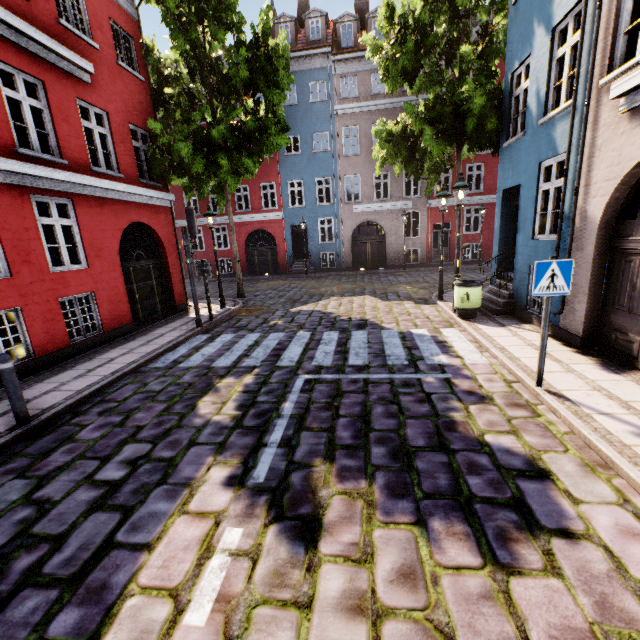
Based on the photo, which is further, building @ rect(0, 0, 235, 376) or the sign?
building @ rect(0, 0, 235, 376)

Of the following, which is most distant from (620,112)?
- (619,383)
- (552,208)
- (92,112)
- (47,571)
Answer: (92,112)

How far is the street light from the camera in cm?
866

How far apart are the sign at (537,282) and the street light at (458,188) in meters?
4.9

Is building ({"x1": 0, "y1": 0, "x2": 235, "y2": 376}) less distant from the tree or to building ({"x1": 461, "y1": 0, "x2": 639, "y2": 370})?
the tree

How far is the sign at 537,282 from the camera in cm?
443

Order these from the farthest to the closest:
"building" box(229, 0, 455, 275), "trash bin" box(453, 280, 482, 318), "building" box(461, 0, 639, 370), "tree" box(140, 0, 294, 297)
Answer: "building" box(229, 0, 455, 275), "tree" box(140, 0, 294, 297), "trash bin" box(453, 280, 482, 318), "building" box(461, 0, 639, 370)

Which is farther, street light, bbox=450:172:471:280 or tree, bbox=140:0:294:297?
tree, bbox=140:0:294:297
